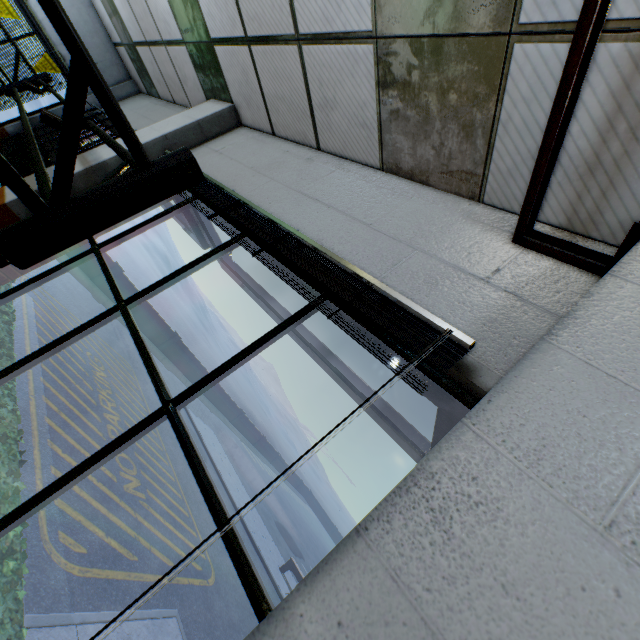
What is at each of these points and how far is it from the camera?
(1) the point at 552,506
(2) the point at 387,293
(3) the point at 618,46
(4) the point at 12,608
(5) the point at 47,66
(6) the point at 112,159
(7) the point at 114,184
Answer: (1) building, 0.83m
(2) curtain, 1.57m
(3) building, 1.27m
(4) hedge, 2.11m
(5) banner sign, 6.32m
(6) building, 3.65m
(7) light truss, 1.33m

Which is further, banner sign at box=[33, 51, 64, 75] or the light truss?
banner sign at box=[33, 51, 64, 75]

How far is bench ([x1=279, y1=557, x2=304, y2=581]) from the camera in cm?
1228

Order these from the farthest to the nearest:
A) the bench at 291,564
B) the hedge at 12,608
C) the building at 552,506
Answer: the bench at 291,564
the hedge at 12,608
the building at 552,506

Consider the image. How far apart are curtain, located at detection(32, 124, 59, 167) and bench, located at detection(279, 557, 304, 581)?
14.3m

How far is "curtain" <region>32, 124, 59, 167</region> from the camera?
4.58m

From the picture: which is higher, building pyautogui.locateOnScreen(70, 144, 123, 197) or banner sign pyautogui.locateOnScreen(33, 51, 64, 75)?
banner sign pyautogui.locateOnScreen(33, 51, 64, 75)

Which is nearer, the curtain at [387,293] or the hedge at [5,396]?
the curtain at [387,293]
